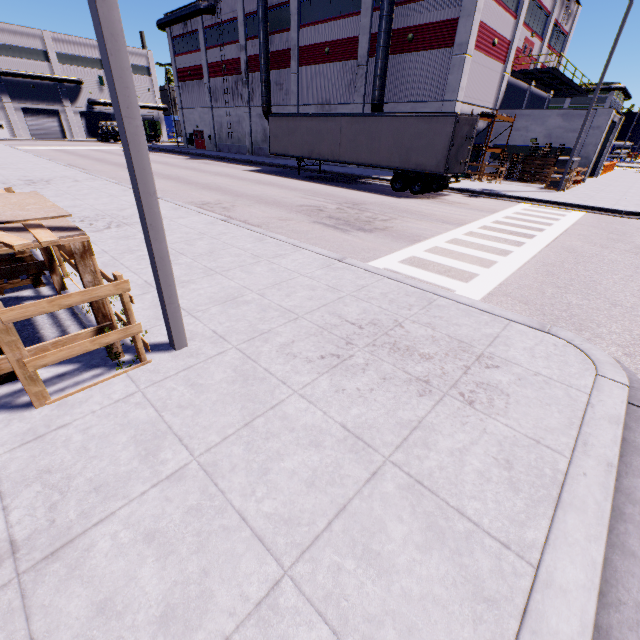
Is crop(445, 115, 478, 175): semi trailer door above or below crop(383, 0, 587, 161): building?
below

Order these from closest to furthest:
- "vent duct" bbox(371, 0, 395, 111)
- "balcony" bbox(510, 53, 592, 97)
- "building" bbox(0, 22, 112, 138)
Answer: "vent duct" bbox(371, 0, 395, 111) → "balcony" bbox(510, 53, 592, 97) → "building" bbox(0, 22, 112, 138)

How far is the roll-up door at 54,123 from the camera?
53.0m

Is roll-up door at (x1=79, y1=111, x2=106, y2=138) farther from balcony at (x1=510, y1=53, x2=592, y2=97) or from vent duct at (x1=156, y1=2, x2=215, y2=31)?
balcony at (x1=510, y1=53, x2=592, y2=97)

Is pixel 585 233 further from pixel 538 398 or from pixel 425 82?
pixel 425 82

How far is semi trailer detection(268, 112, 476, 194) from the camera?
16.8m

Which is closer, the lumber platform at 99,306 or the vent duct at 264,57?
the lumber platform at 99,306

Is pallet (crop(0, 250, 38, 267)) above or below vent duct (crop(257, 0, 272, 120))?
below
